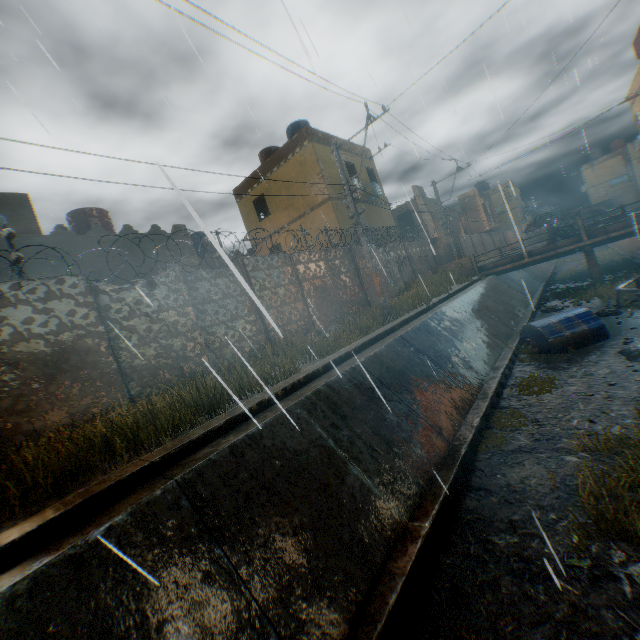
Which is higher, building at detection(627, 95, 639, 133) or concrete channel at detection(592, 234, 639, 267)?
building at detection(627, 95, 639, 133)

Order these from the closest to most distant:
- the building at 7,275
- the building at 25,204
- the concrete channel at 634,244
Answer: the building at 7,275
the building at 25,204
the concrete channel at 634,244

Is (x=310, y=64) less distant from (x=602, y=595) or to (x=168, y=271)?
(x=168, y=271)

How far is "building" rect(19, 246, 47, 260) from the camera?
9.60m

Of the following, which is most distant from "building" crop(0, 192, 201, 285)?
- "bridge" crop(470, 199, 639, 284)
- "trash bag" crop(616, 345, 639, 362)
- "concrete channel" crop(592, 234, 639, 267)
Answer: "trash bag" crop(616, 345, 639, 362)

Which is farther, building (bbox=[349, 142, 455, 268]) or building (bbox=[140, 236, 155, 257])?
building (bbox=[349, 142, 455, 268])

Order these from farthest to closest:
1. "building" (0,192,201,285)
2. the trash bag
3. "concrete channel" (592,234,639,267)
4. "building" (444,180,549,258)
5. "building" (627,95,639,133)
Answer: "building" (444,180,549,258), "building" (627,95,639,133), "concrete channel" (592,234,639,267), "building" (0,192,201,285), the trash bag

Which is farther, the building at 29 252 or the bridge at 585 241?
the bridge at 585 241
